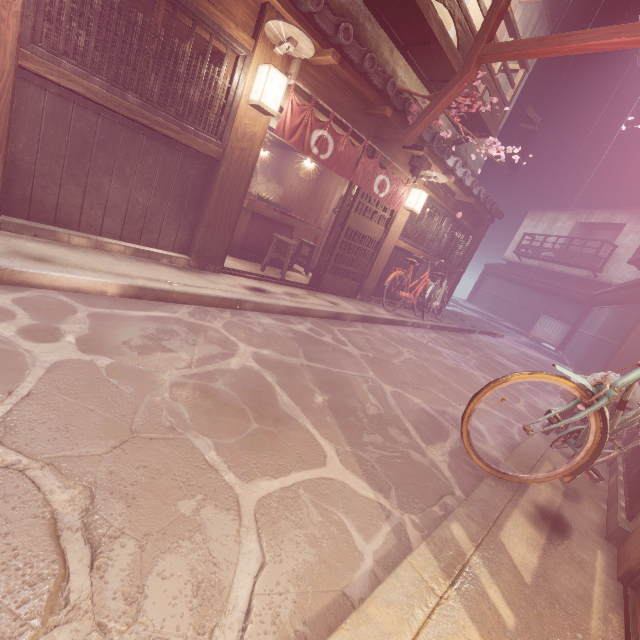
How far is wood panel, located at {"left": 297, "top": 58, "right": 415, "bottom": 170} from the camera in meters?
8.1

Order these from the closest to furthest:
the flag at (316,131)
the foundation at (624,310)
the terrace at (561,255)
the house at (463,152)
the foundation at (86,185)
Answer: the foundation at (86,185) < the flag at (316,131) < the house at (463,152) < the foundation at (624,310) < the terrace at (561,255)

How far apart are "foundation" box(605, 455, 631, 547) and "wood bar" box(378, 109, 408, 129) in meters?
10.3 m

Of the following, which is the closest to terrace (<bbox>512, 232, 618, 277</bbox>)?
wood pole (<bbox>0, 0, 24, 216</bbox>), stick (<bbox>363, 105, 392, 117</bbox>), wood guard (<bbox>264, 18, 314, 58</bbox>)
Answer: stick (<bbox>363, 105, 392, 117</bbox>)

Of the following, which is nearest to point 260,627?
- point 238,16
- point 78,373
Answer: point 78,373

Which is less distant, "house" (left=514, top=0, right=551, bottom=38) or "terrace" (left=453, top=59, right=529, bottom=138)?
"terrace" (left=453, top=59, right=529, bottom=138)

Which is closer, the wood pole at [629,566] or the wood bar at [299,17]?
the wood pole at [629,566]

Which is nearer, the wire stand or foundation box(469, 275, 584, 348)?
the wire stand
